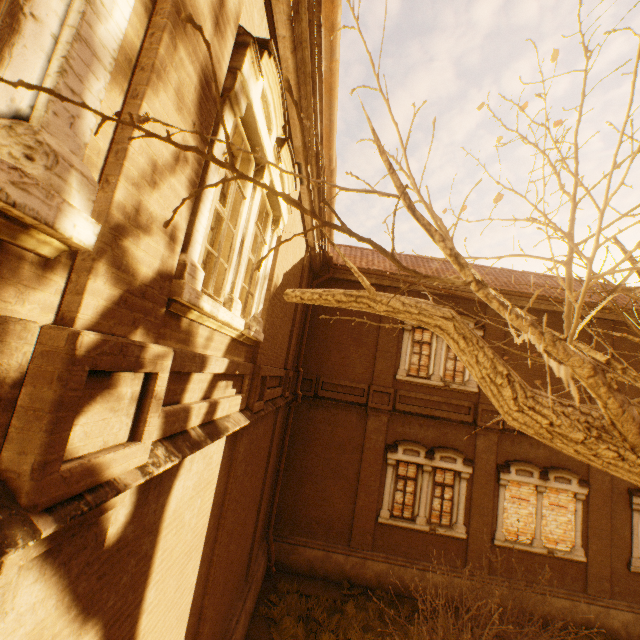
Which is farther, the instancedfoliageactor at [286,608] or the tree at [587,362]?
the instancedfoliageactor at [286,608]

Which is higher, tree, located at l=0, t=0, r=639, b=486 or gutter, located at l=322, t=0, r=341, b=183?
gutter, located at l=322, t=0, r=341, b=183

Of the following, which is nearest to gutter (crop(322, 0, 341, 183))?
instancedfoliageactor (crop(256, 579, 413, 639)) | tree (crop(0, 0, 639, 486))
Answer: tree (crop(0, 0, 639, 486))

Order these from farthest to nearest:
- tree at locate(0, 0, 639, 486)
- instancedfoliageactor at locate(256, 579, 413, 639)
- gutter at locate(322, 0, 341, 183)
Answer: instancedfoliageactor at locate(256, 579, 413, 639), gutter at locate(322, 0, 341, 183), tree at locate(0, 0, 639, 486)

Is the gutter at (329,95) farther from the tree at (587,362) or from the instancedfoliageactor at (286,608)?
the instancedfoliageactor at (286,608)

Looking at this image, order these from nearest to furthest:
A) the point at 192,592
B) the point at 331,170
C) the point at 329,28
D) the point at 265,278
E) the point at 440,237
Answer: the point at 440,237, the point at 329,28, the point at 192,592, the point at 265,278, the point at 331,170

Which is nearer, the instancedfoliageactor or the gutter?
the gutter
